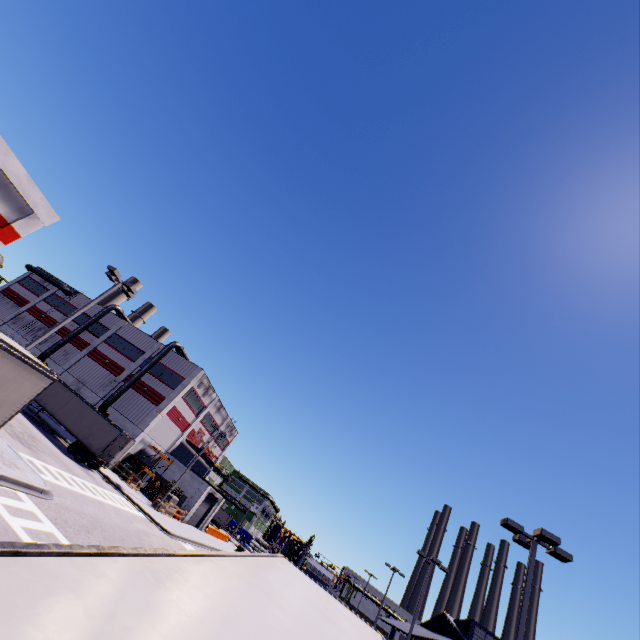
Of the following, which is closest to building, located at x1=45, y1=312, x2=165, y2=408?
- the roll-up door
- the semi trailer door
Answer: the roll-up door

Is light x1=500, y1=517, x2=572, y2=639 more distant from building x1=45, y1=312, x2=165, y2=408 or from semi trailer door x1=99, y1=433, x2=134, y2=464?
semi trailer door x1=99, y1=433, x2=134, y2=464

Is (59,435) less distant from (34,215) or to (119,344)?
(119,344)

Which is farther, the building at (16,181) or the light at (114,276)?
the building at (16,181)

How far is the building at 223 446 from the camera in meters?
55.2 m

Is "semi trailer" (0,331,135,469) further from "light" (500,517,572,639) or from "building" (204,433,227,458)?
"light" (500,517,572,639)

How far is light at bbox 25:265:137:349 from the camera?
17.0 meters
